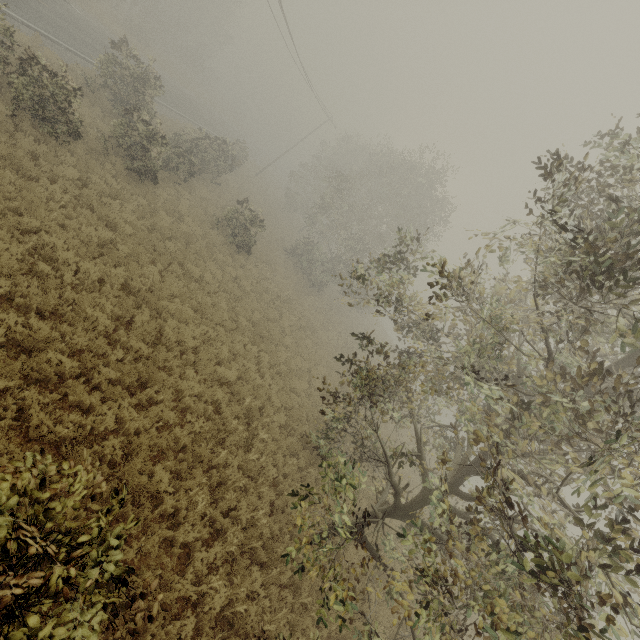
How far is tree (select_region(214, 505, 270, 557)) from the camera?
7.3 meters

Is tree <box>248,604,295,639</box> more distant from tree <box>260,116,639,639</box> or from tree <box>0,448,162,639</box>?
A: tree <box>0,448,162,639</box>

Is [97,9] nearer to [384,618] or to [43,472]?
[43,472]

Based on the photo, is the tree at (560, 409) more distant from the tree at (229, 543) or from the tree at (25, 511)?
the tree at (25, 511)

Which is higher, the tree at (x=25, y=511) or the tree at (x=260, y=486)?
the tree at (x=25, y=511)

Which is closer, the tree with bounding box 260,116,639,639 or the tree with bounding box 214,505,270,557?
the tree with bounding box 260,116,639,639

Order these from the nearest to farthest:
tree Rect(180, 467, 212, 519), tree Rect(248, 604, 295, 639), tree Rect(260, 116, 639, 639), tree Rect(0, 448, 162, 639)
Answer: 1. tree Rect(0, 448, 162, 639)
2. tree Rect(260, 116, 639, 639)
3. tree Rect(248, 604, 295, 639)
4. tree Rect(180, 467, 212, 519)
